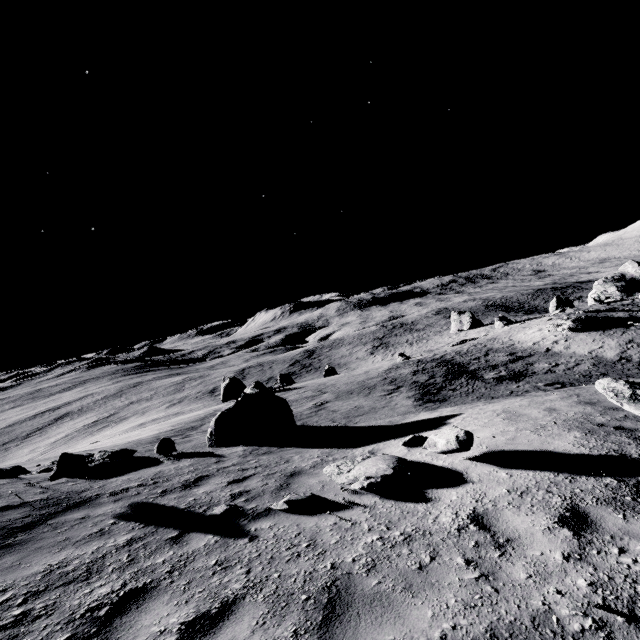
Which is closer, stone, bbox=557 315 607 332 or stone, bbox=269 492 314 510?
stone, bbox=269 492 314 510

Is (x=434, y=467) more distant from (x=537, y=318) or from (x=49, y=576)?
(x=537, y=318)

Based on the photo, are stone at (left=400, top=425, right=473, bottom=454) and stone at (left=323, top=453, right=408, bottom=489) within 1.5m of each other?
A: yes

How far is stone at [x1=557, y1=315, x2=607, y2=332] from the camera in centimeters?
2751cm

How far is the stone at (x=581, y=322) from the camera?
27.5 meters

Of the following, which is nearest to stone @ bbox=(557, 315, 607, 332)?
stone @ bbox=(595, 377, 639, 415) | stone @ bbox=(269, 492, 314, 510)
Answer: stone @ bbox=(595, 377, 639, 415)

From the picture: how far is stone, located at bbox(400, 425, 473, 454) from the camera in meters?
5.5

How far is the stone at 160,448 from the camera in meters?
10.3 m
